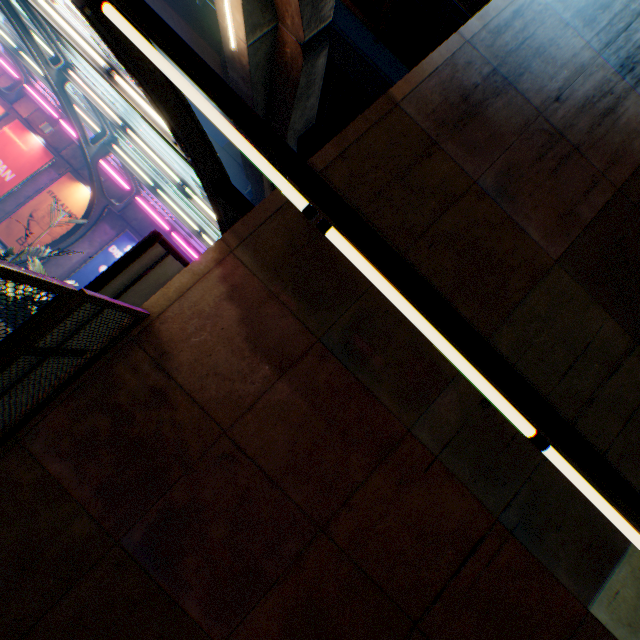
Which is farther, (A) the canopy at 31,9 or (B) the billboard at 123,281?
(B) the billboard at 123,281

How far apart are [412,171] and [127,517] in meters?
5.3

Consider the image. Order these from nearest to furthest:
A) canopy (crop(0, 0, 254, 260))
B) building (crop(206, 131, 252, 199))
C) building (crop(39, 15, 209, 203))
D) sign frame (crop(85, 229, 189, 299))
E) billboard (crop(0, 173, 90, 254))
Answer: canopy (crop(0, 0, 254, 260)) → sign frame (crop(85, 229, 189, 299)) → billboard (crop(0, 173, 90, 254)) → building (crop(39, 15, 209, 203)) → building (crop(206, 131, 252, 199))

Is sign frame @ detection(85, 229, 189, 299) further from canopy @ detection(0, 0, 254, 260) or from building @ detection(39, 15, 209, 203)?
Result: building @ detection(39, 15, 209, 203)

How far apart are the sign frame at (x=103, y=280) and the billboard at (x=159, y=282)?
0.0m

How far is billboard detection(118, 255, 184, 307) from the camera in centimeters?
495cm

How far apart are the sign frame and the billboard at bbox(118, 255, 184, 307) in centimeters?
1cm
